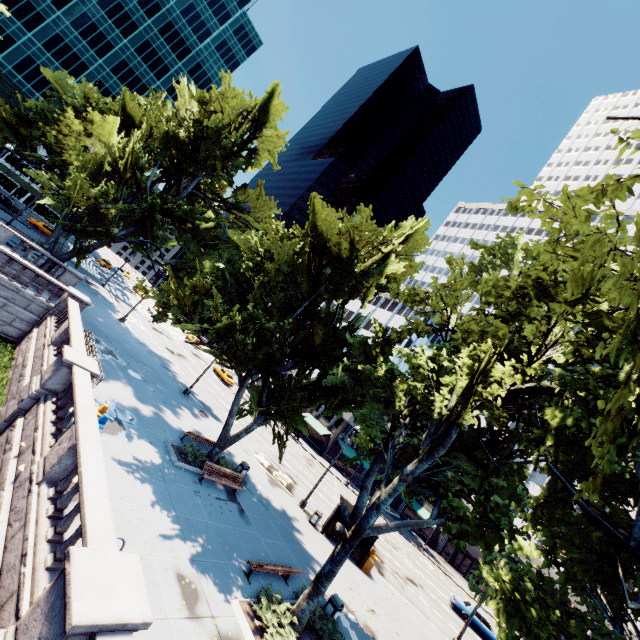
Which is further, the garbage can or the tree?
the garbage can

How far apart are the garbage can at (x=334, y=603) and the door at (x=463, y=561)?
46.8 meters

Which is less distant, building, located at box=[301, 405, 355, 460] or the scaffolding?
building, located at box=[301, 405, 355, 460]

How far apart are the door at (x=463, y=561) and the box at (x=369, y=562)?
37.3m

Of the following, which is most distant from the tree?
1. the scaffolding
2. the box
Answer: the scaffolding

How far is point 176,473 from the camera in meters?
15.4

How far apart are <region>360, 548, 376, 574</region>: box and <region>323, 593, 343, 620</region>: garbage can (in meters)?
9.00

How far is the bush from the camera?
16.8 meters
